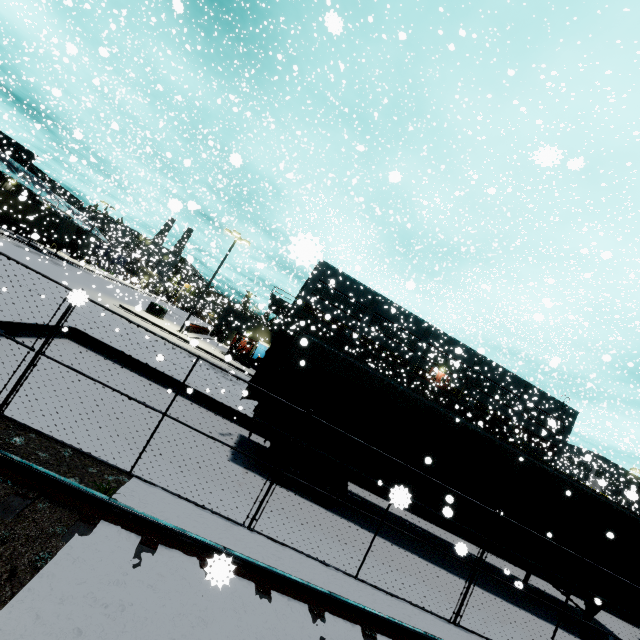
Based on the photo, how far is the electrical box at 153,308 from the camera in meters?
29.4

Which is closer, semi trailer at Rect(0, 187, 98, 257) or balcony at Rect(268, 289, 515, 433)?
semi trailer at Rect(0, 187, 98, 257)

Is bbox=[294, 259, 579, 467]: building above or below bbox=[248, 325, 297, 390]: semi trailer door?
above

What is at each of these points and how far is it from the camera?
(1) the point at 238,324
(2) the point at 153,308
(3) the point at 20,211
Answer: (1) building, 23.8m
(2) electrical box, 29.5m
(3) semi trailer, 33.6m

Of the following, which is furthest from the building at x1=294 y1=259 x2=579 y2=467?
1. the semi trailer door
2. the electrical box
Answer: the semi trailer door

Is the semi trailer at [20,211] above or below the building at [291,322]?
below

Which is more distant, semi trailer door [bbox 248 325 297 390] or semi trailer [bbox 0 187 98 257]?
semi trailer [bbox 0 187 98 257]

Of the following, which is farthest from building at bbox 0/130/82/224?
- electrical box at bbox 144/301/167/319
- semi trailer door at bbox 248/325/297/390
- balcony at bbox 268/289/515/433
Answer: semi trailer door at bbox 248/325/297/390
